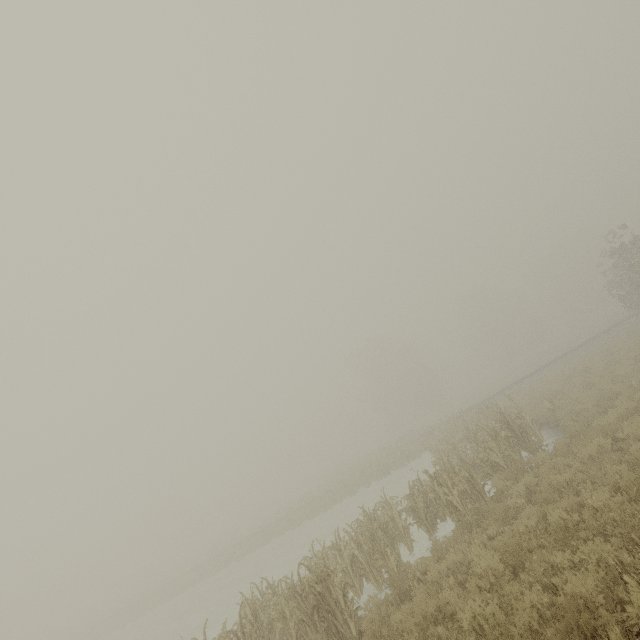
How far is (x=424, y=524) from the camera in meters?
11.0 m
